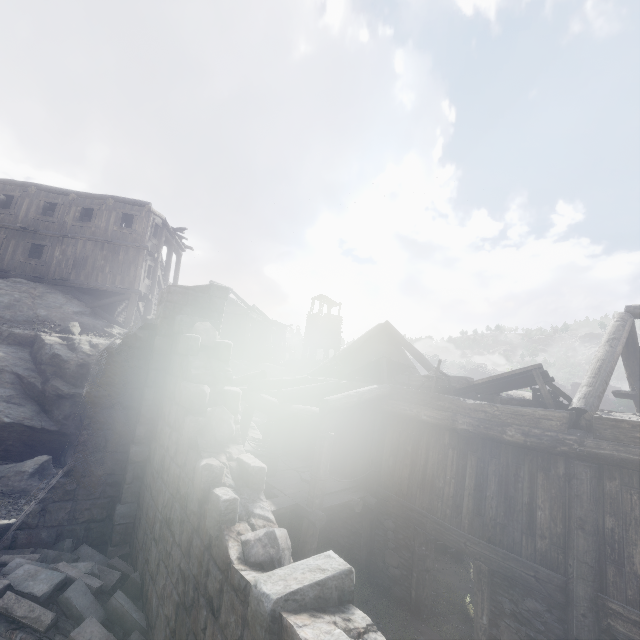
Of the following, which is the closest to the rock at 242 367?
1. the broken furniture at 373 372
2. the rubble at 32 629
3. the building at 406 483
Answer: the building at 406 483

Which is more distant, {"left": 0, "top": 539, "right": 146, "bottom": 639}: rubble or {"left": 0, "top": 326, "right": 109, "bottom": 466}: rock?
{"left": 0, "top": 326, "right": 109, "bottom": 466}: rock

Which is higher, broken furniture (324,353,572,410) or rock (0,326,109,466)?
broken furniture (324,353,572,410)

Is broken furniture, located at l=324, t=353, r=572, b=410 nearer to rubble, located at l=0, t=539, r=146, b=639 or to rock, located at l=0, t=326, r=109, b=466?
rubble, located at l=0, t=539, r=146, b=639

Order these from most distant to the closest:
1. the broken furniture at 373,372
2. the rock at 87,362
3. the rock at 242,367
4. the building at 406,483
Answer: the rock at 242,367 < the rock at 87,362 < the broken furniture at 373,372 < the building at 406,483

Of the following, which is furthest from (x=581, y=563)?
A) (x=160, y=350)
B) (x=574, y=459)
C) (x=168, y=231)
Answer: (x=168, y=231)

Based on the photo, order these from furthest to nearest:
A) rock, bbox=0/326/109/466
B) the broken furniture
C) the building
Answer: rock, bbox=0/326/109/466 < the broken furniture < the building

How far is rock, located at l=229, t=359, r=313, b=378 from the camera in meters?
30.2
